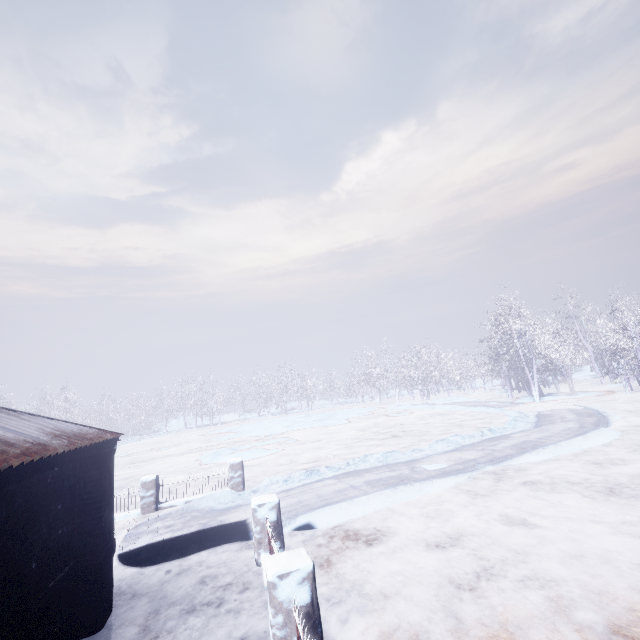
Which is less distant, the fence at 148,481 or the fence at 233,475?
the fence at 148,481

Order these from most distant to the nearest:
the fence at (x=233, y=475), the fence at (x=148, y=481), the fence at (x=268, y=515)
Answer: the fence at (x=233, y=475) → the fence at (x=148, y=481) → the fence at (x=268, y=515)

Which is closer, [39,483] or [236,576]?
[39,483]

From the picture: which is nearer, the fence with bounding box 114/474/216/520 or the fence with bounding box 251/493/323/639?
the fence with bounding box 251/493/323/639

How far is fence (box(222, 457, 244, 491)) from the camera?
9.68m

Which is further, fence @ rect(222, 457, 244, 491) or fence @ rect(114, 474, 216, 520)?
fence @ rect(222, 457, 244, 491)
